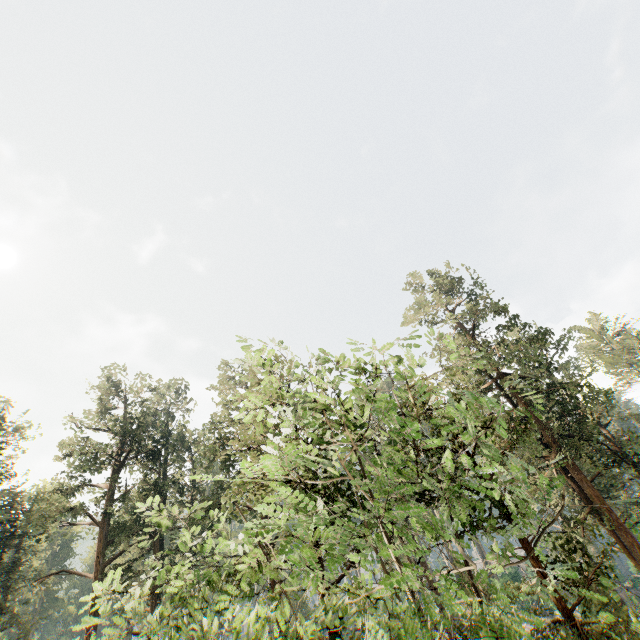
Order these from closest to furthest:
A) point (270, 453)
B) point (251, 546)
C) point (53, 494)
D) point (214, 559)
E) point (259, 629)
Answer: point (259, 629), point (251, 546), point (214, 559), point (270, 453), point (53, 494)
